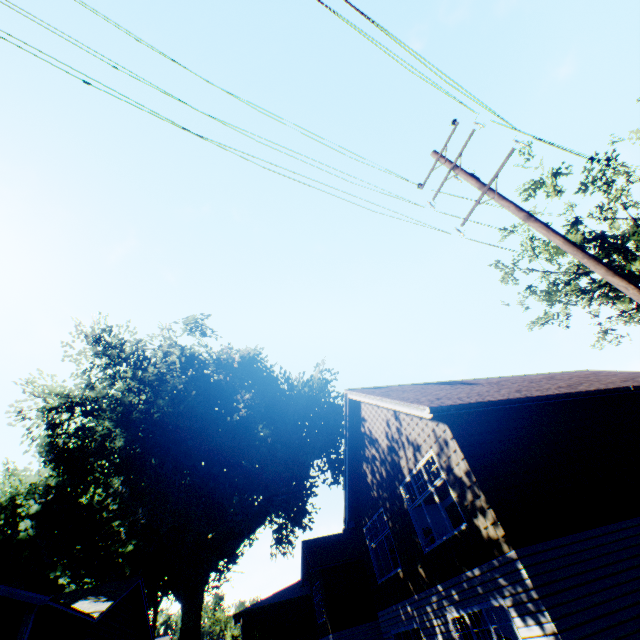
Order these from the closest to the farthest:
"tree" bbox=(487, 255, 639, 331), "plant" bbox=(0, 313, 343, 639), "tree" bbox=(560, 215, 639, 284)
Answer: "tree" bbox=(560, 215, 639, 284), "plant" bbox=(0, 313, 343, 639), "tree" bbox=(487, 255, 639, 331)

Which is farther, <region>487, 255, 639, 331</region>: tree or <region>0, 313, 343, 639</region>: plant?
<region>487, 255, 639, 331</region>: tree

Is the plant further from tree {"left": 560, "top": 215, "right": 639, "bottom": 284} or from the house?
tree {"left": 560, "top": 215, "right": 639, "bottom": 284}

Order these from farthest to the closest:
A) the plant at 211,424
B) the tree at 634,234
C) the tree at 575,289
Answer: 1. the tree at 575,289
2. the plant at 211,424
3. the tree at 634,234

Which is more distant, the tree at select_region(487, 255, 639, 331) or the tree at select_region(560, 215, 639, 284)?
the tree at select_region(487, 255, 639, 331)

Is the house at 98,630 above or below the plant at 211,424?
below

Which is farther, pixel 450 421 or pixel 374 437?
pixel 374 437
